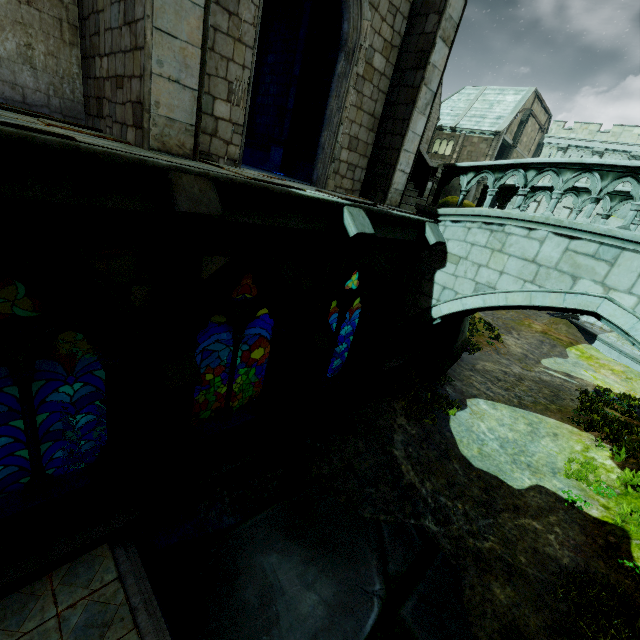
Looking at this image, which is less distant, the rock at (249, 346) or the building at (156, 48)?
the building at (156, 48)

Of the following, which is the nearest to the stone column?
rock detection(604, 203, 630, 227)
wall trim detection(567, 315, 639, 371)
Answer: wall trim detection(567, 315, 639, 371)

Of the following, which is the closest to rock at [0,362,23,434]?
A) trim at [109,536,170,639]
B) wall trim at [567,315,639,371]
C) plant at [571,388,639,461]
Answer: trim at [109,536,170,639]

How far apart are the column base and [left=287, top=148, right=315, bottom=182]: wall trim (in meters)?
0.01

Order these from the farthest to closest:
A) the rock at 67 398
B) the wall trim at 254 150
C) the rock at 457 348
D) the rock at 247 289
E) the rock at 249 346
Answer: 1. the rock at 249 346
2. the rock at 247 289
3. the rock at 67 398
4. the wall trim at 254 150
5. the rock at 457 348

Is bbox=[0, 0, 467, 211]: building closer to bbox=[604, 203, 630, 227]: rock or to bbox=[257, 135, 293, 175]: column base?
bbox=[257, 135, 293, 175]: column base

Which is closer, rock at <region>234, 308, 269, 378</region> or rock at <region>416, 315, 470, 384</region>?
rock at <region>416, 315, 470, 384</region>

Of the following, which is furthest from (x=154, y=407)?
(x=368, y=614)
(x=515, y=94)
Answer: (x=515, y=94)
